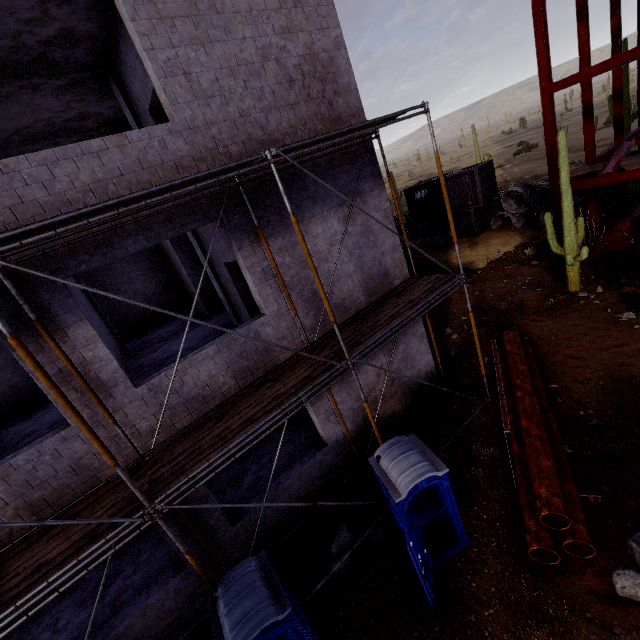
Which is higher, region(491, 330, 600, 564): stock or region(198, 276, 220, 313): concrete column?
region(198, 276, 220, 313): concrete column

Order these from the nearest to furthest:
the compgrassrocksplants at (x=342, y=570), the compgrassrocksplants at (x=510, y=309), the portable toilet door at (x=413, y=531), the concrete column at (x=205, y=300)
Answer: the portable toilet door at (x=413, y=531)
the compgrassrocksplants at (x=342, y=570)
the compgrassrocksplants at (x=510, y=309)
the concrete column at (x=205, y=300)

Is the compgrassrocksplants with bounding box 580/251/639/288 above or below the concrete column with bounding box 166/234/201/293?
below

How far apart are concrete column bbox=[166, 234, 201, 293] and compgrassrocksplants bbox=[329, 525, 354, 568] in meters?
10.0

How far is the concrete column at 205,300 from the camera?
13.91m

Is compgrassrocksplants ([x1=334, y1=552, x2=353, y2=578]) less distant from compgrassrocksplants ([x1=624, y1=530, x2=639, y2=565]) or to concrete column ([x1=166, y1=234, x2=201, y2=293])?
compgrassrocksplants ([x1=624, y1=530, x2=639, y2=565])

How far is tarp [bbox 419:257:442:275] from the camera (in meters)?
19.89

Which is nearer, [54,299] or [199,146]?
[54,299]
